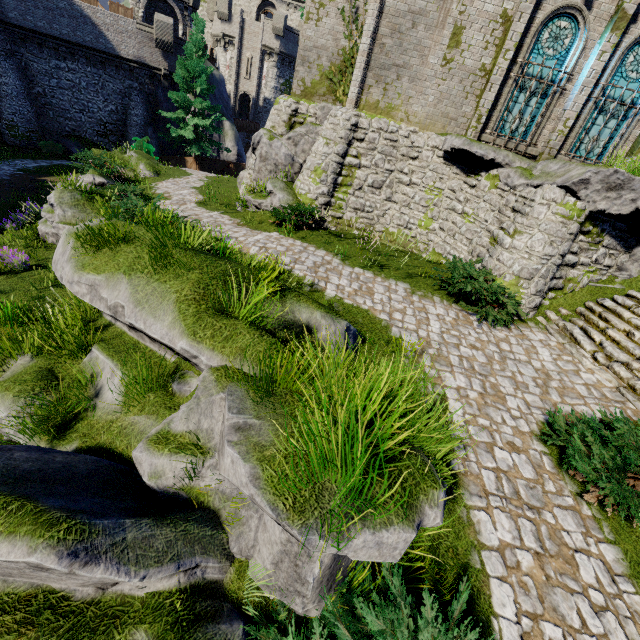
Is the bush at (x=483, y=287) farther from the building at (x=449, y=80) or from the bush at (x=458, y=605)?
the bush at (x=458, y=605)

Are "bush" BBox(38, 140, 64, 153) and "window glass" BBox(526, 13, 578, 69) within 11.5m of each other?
no

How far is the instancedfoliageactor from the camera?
2.2m

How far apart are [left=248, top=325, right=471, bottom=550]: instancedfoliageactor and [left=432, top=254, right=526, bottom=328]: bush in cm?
634

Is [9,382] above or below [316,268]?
below

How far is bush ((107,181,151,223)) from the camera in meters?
9.2

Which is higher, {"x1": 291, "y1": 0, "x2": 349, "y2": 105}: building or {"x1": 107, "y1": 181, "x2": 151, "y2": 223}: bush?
{"x1": 291, "y1": 0, "x2": 349, "y2": 105}: building

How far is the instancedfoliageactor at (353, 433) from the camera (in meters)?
2.25
